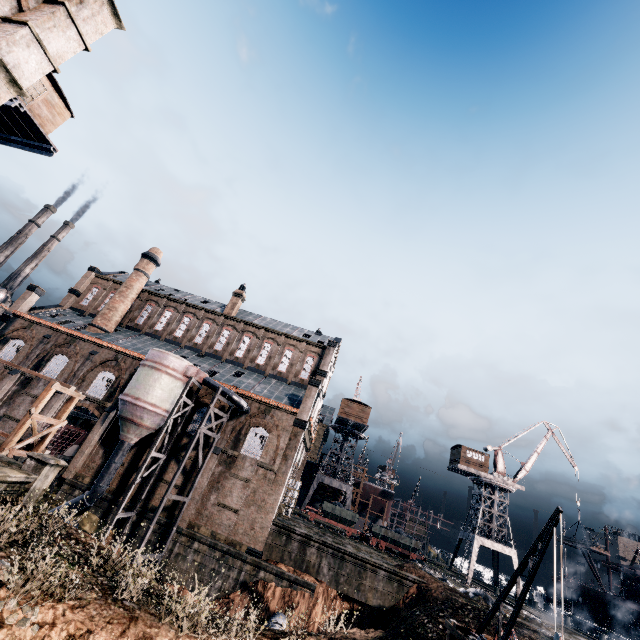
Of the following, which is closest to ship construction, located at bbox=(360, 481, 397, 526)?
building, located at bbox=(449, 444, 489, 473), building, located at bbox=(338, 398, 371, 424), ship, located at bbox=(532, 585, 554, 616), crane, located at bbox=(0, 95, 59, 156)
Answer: building, located at bbox=(449, 444, 489, 473)

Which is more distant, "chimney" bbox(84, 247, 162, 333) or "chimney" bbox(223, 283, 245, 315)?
"chimney" bbox(223, 283, 245, 315)

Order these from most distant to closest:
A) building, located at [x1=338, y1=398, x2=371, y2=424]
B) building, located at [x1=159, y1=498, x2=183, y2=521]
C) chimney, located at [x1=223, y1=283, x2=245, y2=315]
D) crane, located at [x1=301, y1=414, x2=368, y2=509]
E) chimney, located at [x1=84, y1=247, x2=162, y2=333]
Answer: building, located at [x1=338, y1=398, x2=371, y2=424] → crane, located at [x1=301, y1=414, x2=368, y2=509] → chimney, located at [x1=223, y1=283, x2=245, y2=315] → chimney, located at [x1=84, y1=247, x2=162, y2=333] → building, located at [x1=159, y1=498, x2=183, y2=521]

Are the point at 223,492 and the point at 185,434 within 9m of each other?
yes

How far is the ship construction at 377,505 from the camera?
58.1m

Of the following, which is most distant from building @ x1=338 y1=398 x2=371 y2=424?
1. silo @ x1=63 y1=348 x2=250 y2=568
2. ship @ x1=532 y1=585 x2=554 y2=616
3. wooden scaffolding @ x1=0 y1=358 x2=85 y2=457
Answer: wooden scaffolding @ x1=0 y1=358 x2=85 y2=457

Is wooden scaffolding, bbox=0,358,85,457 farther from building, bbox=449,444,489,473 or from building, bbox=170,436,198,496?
building, bbox=449,444,489,473
